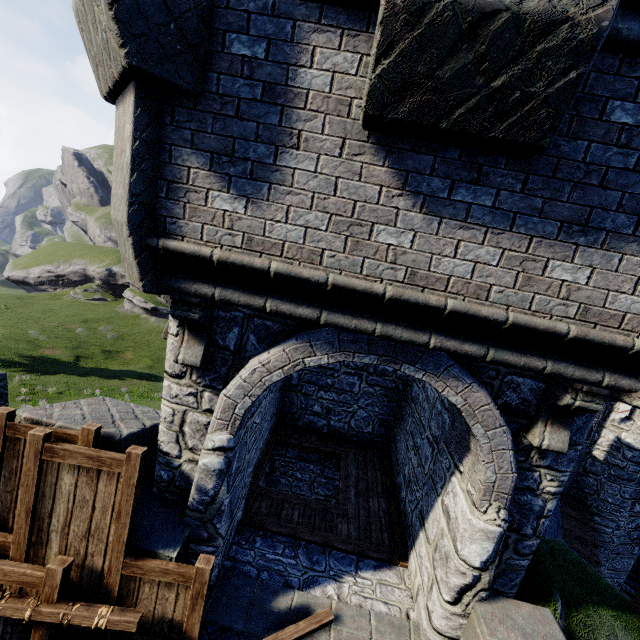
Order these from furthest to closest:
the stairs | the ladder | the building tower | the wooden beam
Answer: the stairs < the wooden beam < the ladder < the building tower

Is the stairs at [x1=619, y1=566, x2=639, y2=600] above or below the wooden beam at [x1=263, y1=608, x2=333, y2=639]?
below

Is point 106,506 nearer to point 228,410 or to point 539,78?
point 228,410

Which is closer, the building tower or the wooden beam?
the building tower

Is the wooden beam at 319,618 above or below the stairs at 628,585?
above

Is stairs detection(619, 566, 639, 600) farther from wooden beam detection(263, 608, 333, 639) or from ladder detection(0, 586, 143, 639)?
ladder detection(0, 586, 143, 639)

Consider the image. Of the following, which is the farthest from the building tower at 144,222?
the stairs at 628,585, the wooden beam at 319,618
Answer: the stairs at 628,585

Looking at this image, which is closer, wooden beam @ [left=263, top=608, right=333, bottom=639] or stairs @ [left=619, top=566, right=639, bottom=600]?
wooden beam @ [left=263, top=608, right=333, bottom=639]
